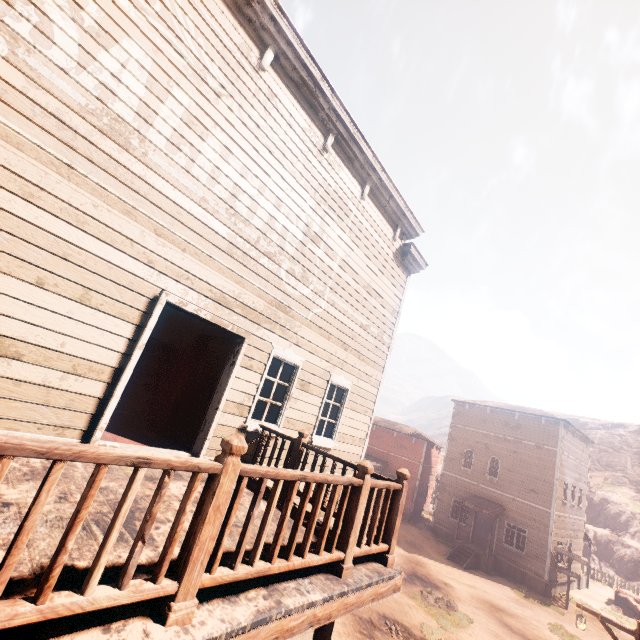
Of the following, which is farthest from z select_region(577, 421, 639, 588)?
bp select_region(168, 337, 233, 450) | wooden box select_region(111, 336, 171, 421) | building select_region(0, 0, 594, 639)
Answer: wooden box select_region(111, 336, 171, 421)

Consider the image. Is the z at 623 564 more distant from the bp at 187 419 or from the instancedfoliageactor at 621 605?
the bp at 187 419

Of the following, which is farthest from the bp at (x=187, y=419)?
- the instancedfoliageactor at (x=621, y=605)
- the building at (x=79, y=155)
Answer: the instancedfoliageactor at (x=621, y=605)

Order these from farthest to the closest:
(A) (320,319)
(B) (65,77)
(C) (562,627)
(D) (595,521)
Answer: (D) (595,521) < (C) (562,627) < (A) (320,319) < (B) (65,77)

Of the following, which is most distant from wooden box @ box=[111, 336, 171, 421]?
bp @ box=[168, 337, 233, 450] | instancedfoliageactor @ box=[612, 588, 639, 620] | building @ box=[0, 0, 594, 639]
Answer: instancedfoliageactor @ box=[612, 588, 639, 620]

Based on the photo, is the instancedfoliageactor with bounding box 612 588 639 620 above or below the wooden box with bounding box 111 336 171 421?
below

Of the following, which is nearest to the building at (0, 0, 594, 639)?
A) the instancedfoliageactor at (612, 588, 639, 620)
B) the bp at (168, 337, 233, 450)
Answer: the bp at (168, 337, 233, 450)

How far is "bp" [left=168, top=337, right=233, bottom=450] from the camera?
6.1 meters
